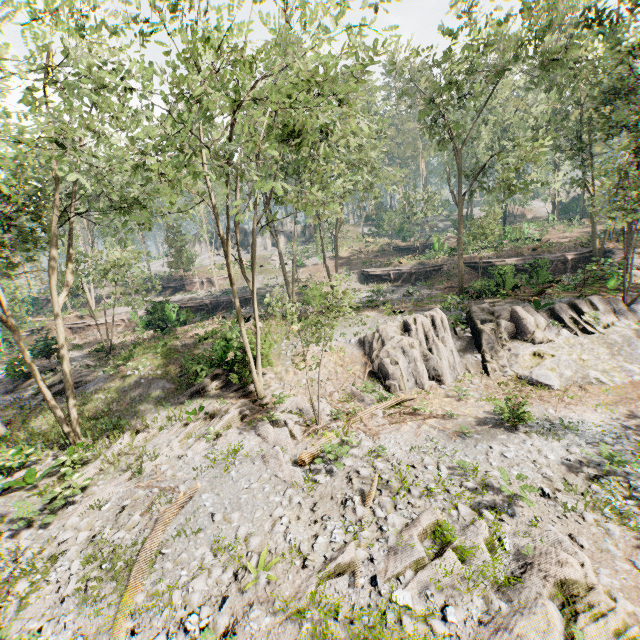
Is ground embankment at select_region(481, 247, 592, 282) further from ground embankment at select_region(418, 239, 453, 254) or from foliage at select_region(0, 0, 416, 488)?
ground embankment at select_region(418, 239, 453, 254)

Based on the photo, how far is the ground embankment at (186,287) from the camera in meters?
44.8 m

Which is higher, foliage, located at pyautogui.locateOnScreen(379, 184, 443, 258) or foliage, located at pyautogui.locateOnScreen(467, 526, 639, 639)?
foliage, located at pyautogui.locateOnScreen(379, 184, 443, 258)

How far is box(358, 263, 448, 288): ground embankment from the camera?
36.34m

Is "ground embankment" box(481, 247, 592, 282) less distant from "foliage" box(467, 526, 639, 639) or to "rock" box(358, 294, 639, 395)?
"foliage" box(467, 526, 639, 639)

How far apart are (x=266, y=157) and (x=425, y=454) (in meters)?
19.40

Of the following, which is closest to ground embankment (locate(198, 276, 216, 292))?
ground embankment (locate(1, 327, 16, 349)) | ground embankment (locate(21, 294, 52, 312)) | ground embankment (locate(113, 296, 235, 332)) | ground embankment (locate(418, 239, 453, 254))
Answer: ground embankment (locate(113, 296, 235, 332))

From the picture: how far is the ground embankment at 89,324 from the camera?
32.2 meters
